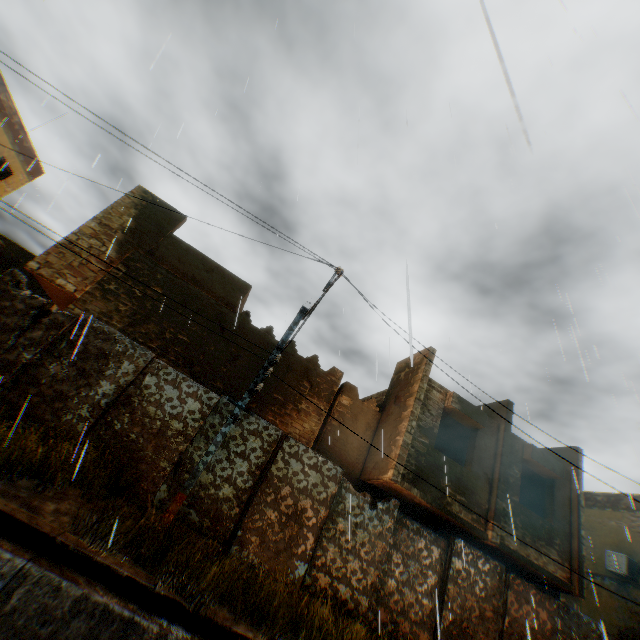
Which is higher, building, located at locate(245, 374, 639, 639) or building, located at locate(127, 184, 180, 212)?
building, located at locate(127, 184, 180, 212)

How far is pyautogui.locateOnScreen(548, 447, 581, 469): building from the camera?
12.4 meters

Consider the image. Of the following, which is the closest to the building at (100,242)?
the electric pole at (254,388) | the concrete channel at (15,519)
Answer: the concrete channel at (15,519)

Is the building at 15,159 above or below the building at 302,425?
above

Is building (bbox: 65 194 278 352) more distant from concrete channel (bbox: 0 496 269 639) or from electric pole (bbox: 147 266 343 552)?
electric pole (bbox: 147 266 343 552)

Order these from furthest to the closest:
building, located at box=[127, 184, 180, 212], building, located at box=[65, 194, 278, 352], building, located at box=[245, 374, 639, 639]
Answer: building, located at box=[127, 184, 180, 212], building, located at box=[65, 194, 278, 352], building, located at box=[245, 374, 639, 639]

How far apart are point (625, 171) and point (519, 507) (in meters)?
11.10
